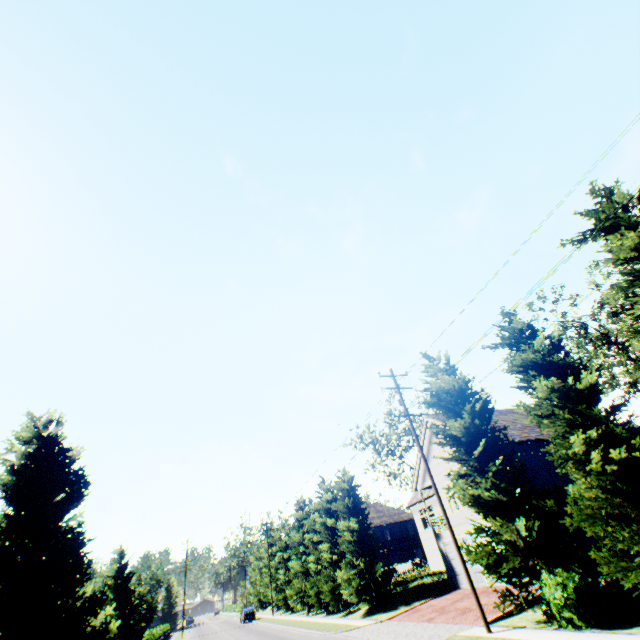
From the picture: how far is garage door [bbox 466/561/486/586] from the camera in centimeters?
2131cm

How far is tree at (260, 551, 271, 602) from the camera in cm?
5288

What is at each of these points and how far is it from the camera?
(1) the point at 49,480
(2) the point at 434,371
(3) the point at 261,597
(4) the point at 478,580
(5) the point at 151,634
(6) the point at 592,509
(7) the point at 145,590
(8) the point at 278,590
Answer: (1) plant, 18.8m
(2) tree, 19.0m
(3) tree, 57.7m
(4) garage door, 21.6m
(5) hedge, 37.1m
(6) tree, 11.1m
(7) tree, 38.9m
(8) tree, 49.5m

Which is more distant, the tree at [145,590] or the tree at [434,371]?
the tree at [145,590]

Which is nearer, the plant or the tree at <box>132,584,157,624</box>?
the plant

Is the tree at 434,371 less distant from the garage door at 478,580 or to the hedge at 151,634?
the garage door at 478,580
